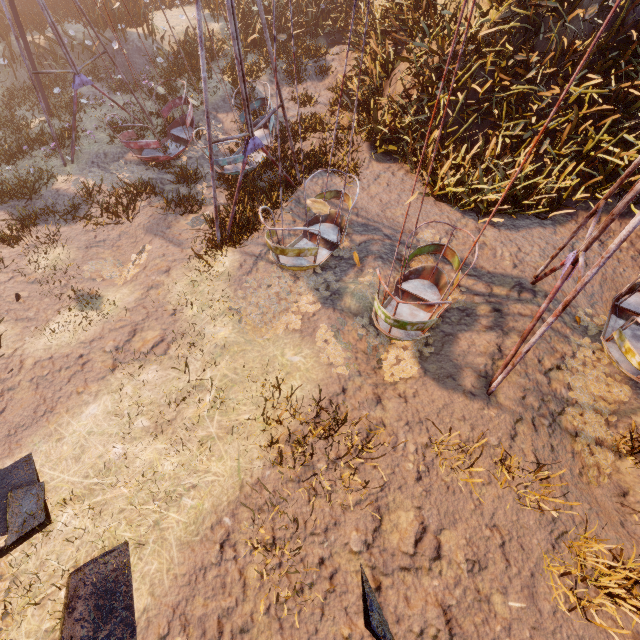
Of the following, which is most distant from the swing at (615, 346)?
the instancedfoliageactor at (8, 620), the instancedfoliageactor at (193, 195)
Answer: the instancedfoliageactor at (8, 620)

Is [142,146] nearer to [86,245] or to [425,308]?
[86,245]

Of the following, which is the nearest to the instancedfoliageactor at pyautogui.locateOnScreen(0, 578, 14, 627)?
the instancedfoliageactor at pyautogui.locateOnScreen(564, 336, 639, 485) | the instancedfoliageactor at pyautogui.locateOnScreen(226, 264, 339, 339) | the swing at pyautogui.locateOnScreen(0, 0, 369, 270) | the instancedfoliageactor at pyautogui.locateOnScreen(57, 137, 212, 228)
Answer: the instancedfoliageactor at pyautogui.locateOnScreen(226, 264, 339, 339)

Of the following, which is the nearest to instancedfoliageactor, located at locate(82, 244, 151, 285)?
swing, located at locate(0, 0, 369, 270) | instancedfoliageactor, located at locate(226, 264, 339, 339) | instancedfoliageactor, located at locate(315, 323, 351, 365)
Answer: swing, located at locate(0, 0, 369, 270)

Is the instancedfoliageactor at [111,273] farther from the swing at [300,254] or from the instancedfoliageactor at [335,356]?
the instancedfoliageactor at [335,356]

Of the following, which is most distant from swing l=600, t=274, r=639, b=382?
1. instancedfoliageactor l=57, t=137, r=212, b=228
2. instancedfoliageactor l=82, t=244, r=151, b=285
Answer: instancedfoliageactor l=82, t=244, r=151, b=285

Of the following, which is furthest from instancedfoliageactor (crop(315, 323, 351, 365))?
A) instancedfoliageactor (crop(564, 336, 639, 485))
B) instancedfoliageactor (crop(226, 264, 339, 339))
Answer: instancedfoliageactor (crop(564, 336, 639, 485))

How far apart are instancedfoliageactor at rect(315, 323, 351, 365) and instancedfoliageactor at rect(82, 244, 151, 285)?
4.11m
